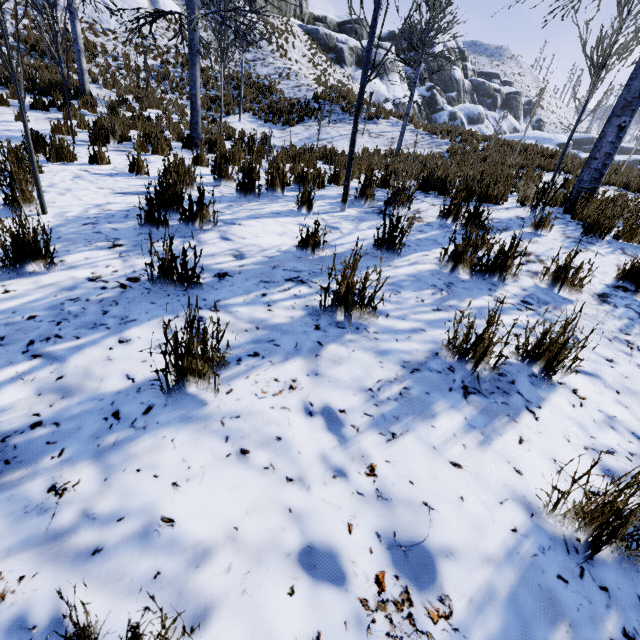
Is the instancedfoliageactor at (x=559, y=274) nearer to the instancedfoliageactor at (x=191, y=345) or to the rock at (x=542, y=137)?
the instancedfoliageactor at (x=191, y=345)

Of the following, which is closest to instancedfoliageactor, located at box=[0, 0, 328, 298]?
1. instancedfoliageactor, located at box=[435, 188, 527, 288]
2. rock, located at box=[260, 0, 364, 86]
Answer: instancedfoliageactor, located at box=[435, 188, 527, 288]

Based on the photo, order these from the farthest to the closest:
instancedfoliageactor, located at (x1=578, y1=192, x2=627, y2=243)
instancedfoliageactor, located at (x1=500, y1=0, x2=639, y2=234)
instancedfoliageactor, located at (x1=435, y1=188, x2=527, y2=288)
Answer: instancedfoliageactor, located at (x1=500, y1=0, x2=639, y2=234)
instancedfoliageactor, located at (x1=578, y1=192, x2=627, y2=243)
instancedfoliageactor, located at (x1=435, y1=188, x2=527, y2=288)

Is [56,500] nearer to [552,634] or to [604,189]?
[552,634]

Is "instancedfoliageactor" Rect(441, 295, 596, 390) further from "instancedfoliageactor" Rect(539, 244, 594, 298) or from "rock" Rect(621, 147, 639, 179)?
"rock" Rect(621, 147, 639, 179)

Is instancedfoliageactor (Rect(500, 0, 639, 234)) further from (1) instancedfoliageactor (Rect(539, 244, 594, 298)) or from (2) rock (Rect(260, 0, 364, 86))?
(1) instancedfoliageactor (Rect(539, 244, 594, 298))

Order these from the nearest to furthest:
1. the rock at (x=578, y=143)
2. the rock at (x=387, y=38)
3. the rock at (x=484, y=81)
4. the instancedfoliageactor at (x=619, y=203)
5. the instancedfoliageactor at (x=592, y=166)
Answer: the instancedfoliageactor at (x=619, y=203), the instancedfoliageactor at (x=592, y=166), the rock at (x=578, y=143), the rock at (x=484, y=81), the rock at (x=387, y=38)

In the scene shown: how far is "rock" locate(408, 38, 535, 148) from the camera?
17.55m
